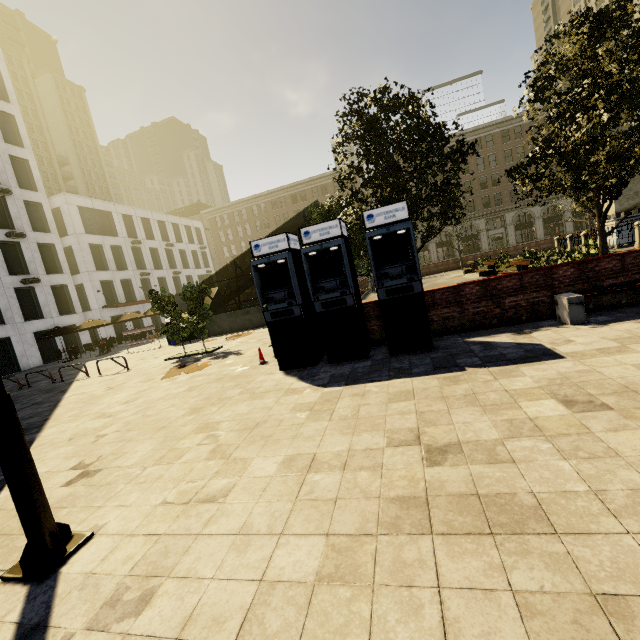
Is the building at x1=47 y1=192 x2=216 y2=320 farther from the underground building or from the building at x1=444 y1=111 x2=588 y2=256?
the building at x1=444 y1=111 x2=588 y2=256

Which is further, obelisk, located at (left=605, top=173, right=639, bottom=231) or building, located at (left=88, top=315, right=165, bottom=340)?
building, located at (left=88, top=315, right=165, bottom=340)

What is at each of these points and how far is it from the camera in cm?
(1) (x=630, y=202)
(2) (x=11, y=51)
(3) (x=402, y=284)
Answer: (1) obelisk, 1859
(2) building, 5931
(3) atm, 696

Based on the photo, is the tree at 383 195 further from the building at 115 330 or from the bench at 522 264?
the building at 115 330

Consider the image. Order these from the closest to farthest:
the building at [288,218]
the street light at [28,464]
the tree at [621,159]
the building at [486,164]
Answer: the street light at [28,464] < the tree at [621,159] < the building at [486,164] < the building at [288,218]

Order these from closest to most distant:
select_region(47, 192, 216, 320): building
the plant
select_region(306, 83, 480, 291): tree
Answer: select_region(306, 83, 480, 291): tree
the plant
select_region(47, 192, 216, 320): building

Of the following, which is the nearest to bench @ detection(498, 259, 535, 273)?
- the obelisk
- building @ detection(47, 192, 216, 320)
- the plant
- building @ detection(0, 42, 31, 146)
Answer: the plant

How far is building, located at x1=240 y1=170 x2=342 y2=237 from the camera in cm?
5647
